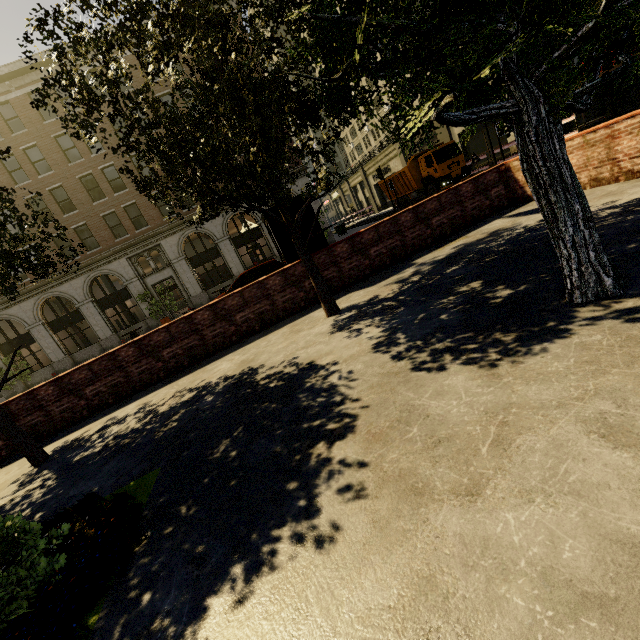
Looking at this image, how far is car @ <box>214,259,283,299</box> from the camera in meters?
13.9 m

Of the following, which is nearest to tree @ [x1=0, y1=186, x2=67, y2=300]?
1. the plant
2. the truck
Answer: the plant

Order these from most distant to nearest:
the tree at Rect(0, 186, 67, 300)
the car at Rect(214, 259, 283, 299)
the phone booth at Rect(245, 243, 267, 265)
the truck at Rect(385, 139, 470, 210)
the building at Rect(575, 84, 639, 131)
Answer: the phone booth at Rect(245, 243, 267, 265) → the truck at Rect(385, 139, 470, 210) → the building at Rect(575, 84, 639, 131) → the car at Rect(214, 259, 283, 299) → the tree at Rect(0, 186, 67, 300)

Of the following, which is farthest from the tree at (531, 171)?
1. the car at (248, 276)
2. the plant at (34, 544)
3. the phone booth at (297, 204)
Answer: the car at (248, 276)

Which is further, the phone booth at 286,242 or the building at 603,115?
the building at 603,115

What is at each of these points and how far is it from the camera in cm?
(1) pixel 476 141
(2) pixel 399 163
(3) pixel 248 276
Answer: (1) building, 2766
(2) building, 3900
(3) car, 1398

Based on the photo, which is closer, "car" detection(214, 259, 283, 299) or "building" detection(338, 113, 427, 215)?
"car" detection(214, 259, 283, 299)

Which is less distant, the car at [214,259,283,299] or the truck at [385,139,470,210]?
the car at [214,259,283,299]
